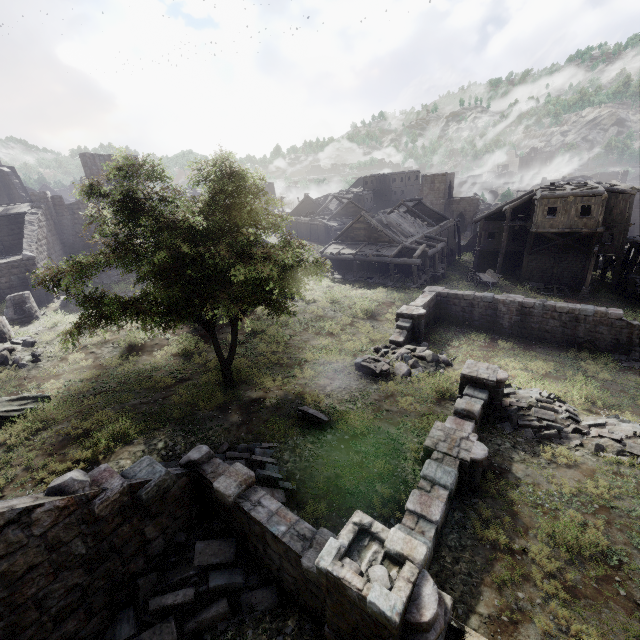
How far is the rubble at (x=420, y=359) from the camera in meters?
16.1

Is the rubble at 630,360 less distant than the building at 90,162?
Yes

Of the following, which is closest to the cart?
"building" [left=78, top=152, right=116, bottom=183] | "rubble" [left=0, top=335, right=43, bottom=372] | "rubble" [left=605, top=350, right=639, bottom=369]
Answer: "building" [left=78, top=152, right=116, bottom=183]

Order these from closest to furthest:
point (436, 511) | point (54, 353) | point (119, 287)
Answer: point (436, 511), point (54, 353), point (119, 287)

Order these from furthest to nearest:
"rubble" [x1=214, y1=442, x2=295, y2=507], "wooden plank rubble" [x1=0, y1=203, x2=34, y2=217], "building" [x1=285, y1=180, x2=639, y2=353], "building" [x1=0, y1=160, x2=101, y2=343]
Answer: "wooden plank rubble" [x1=0, y1=203, x2=34, y2=217]
"building" [x1=0, y1=160, x2=101, y2=343]
"building" [x1=285, y1=180, x2=639, y2=353]
"rubble" [x1=214, y1=442, x2=295, y2=507]

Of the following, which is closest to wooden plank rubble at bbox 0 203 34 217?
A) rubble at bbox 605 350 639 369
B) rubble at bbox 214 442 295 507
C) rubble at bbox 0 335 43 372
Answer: rubble at bbox 0 335 43 372

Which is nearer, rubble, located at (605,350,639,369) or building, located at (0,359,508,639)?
building, located at (0,359,508,639)

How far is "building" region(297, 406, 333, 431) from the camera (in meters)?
12.14
